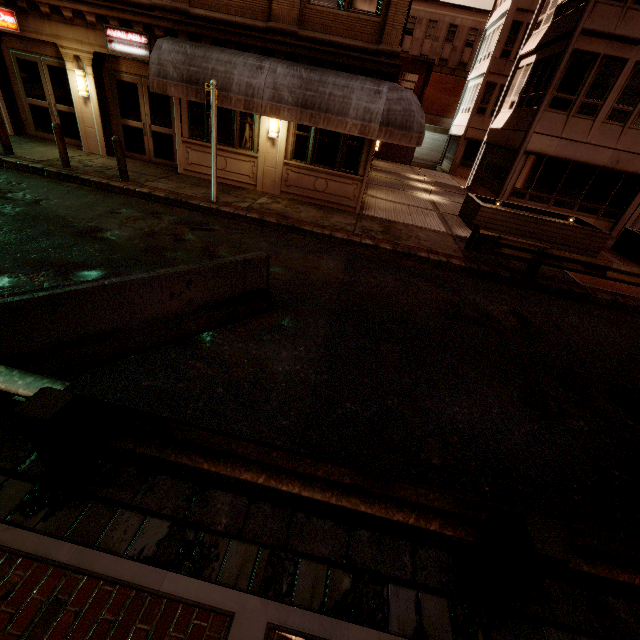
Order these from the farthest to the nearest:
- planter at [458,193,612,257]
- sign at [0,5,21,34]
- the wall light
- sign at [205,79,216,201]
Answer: planter at [458,193,612,257]
the wall light
sign at [0,5,21,34]
sign at [205,79,216,201]

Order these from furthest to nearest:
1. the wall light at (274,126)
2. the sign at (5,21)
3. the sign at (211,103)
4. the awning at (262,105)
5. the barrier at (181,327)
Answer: the wall light at (274,126) < the sign at (5,21) < the awning at (262,105) < the sign at (211,103) < the barrier at (181,327)

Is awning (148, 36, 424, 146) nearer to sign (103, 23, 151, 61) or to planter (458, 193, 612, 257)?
sign (103, 23, 151, 61)

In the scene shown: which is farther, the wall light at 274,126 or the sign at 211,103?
the wall light at 274,126

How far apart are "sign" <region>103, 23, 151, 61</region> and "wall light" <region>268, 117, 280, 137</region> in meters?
4.1

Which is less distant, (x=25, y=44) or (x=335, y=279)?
(x=335, y=279)

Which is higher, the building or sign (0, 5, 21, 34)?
sign (0, 5, 21, 34)

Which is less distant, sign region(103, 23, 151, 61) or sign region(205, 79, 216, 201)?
sign region(205, 79, 216, 201)
